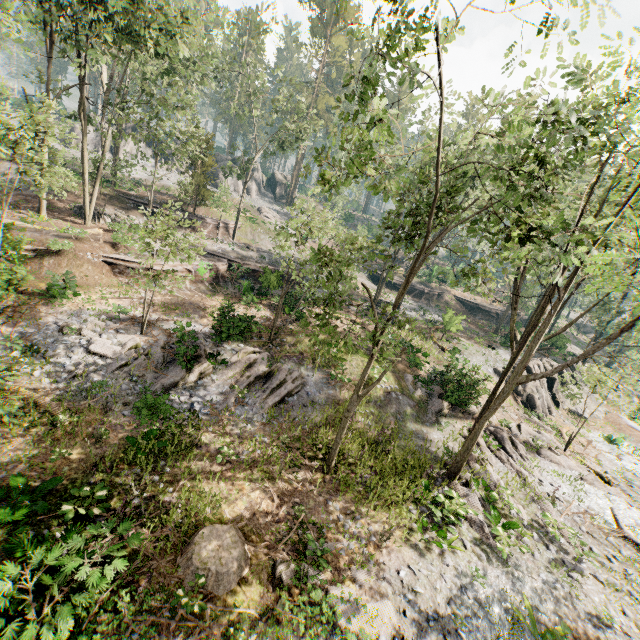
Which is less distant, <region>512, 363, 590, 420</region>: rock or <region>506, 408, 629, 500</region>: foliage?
<region>506, 408, 629, 500</region>: foliage

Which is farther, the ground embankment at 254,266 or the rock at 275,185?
the rock at 275,185

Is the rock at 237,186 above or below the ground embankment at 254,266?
above

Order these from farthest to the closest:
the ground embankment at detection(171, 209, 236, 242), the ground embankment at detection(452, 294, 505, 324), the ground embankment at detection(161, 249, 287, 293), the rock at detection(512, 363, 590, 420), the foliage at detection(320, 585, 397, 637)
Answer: the ground embankment at detection(452, 294, 505, 324)
the ground embankment at detection(171, 209, 236, 242)
the rock at detection(512, 363, 590, 420)
the ground embankment at detection(161, 249, 287, 293)
the foliage at detection(320, 585, 397, 637)

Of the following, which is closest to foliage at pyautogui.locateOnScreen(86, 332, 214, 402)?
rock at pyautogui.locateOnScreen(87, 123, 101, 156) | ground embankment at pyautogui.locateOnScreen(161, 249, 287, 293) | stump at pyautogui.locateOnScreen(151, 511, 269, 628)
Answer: rock at pyautogui.locateOnScreen(87, 123, 101, 156)

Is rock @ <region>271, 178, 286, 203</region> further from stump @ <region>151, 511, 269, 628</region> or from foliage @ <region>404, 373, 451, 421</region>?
stump @ <region>151, 511, 269, 628</region>

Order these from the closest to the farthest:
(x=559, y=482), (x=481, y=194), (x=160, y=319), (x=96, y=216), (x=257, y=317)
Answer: (x=559, y=482) < (x=160, y=319) < (x=257, y=317) < (x=96, y=216) < (x=481, y=194)

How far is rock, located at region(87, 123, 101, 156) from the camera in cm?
4419
